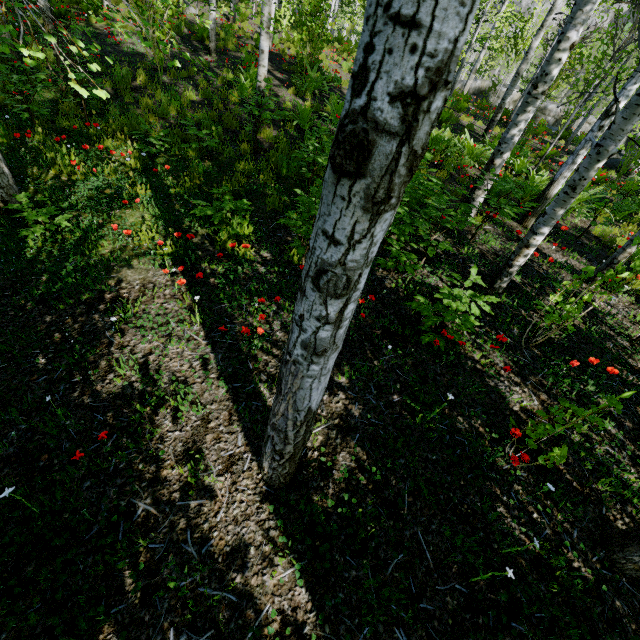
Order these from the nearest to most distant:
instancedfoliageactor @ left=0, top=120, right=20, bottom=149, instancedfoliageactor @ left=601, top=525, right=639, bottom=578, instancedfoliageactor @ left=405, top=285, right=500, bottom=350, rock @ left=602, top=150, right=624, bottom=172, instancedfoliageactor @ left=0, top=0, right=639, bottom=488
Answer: instancedfoliageactor @ left=0, top=0, right=639, bottom=488
instancedfoliageactor @ left=601, top=525, right=639, bottom=578
instancedfoliageactor @ left=405, top=285, right=500, bottom=350
instancedfoliageactor @ left=0, top=120, right=20, bottom=149
rock @ left=602, top=150, right=624, bottom=172

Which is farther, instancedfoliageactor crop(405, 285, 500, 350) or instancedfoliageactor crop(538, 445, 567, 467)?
instancedfoliageactor crop(405, 285, 500, 350)

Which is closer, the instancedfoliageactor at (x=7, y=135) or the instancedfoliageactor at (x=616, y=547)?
the instancedfoliageactor at (x=616, y=547)

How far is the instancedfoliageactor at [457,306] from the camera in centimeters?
329cm

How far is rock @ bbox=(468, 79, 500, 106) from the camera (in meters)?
27.38

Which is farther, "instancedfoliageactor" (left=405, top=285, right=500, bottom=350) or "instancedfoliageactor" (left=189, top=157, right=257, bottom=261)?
"instancedfoliageactor" (left=189, top=157, right=257, bottom=261)

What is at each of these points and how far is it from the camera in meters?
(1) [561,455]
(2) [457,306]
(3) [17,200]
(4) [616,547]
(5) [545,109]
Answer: (1) instancedfoliageactor, 2.3
(2) instancedfoliageactor, 3.5
(3) instancedfoliageactor, 4.1
(4) instancedfoliageactor, 2.4
(5) rock, 27.4

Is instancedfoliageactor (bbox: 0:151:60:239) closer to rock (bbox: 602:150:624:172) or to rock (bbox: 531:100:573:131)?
rock (bbox: 602:150:624:172)
